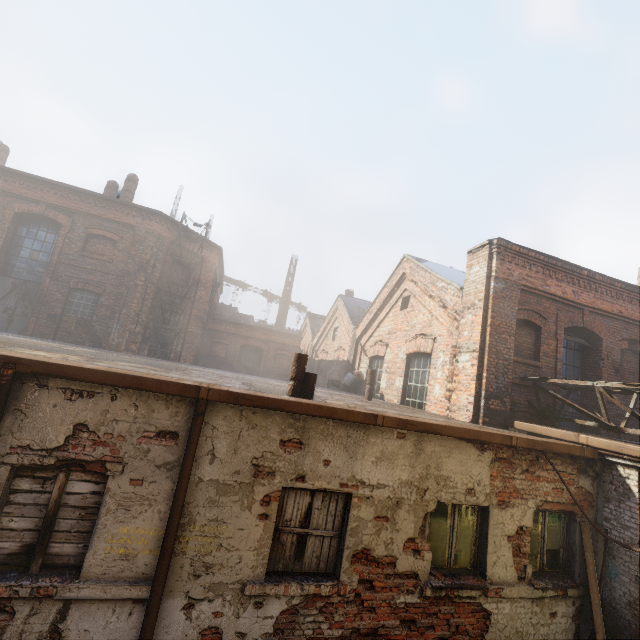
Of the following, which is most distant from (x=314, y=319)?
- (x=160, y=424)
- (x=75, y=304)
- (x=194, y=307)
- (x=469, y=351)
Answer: (x=160, y=424)

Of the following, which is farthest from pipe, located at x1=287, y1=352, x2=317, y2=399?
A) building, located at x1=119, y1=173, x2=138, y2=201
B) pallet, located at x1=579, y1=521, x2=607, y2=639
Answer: building, located at x1=119, y1=173, x2=138, y2=201

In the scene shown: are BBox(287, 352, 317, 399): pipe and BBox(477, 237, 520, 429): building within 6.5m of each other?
yes

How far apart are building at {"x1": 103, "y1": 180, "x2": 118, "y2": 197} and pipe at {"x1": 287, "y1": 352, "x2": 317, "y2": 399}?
16.4m

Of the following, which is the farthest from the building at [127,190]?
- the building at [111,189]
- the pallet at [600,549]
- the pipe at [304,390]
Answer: the pallet at [600,549]

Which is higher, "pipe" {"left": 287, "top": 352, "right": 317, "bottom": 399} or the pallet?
"pipe" {"left": 287, "top": 352, "right": 317, "bottom": 399}

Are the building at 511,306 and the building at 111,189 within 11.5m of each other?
no

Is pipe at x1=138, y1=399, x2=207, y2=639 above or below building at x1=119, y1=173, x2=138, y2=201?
below
